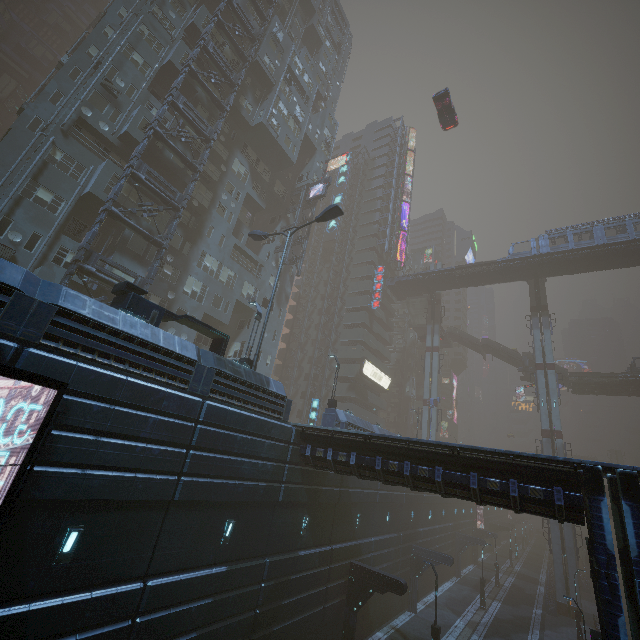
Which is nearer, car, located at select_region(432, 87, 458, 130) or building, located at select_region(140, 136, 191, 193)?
building, located at select_region(140, 136, 191, 193)

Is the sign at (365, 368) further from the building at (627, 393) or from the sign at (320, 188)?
the sign at (320, 188)

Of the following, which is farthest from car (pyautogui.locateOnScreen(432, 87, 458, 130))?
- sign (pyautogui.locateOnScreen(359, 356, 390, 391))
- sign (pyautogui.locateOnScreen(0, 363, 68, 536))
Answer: sign (pyautogui.locateOnScreen(0, 363, 68, 536))

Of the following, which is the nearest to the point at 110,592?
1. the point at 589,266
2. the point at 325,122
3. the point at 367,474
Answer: the point at 367,474

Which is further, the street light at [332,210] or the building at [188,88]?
the building at [188,88]

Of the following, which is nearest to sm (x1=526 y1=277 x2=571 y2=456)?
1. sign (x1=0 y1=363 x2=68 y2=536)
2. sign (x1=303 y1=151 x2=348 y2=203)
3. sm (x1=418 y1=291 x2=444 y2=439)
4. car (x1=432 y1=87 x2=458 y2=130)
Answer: car (x1=432 y1=87 x2=458 y2=130)

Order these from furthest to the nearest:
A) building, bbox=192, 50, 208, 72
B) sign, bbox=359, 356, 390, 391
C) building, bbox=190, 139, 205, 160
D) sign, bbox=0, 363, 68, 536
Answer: sign, bbox=359, 356, 390, 391, building, bbox=192, 50, 208, 72, building, bbox=190, 139, 205, 160, sign, bbox=0, 363, 68, 536

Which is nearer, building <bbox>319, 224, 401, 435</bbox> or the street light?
the street light
